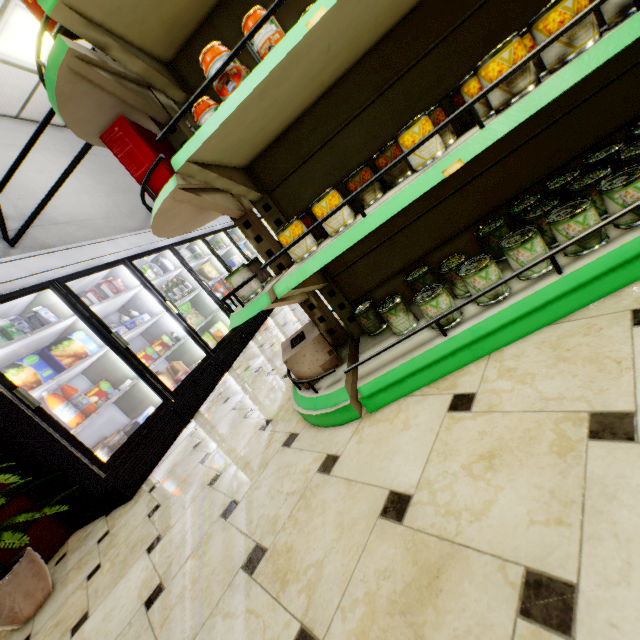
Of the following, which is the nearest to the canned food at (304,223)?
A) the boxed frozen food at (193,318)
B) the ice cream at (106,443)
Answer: the ice cream at (106,443)

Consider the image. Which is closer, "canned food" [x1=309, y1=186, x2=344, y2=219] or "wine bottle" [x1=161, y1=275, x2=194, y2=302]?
"canned food" [x1=309, y1=186, x2=344, y2=219]

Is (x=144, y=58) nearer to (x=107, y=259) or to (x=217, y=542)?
(x=217, y=542)

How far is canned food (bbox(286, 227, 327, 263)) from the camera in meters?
1.5

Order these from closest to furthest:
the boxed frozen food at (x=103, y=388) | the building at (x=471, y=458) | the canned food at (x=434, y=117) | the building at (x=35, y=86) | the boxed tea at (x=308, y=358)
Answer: the building at (x=471, y=458) < the canned food at (x=434, y=117) < the boxed tea at (x=308, y=358) < the boxed frozen food at (x=103, y=388) < the building at (x=35, y=86)

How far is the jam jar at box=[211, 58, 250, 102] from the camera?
1.1m

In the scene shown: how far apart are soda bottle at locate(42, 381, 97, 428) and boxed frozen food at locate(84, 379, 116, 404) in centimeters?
36cm

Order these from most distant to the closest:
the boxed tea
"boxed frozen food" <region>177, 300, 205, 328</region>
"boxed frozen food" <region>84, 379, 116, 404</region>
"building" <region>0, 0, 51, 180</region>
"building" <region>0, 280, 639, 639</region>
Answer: "boxed frozen food" <region>177, 300, 205, 328</region> → "building" <region>0, 0, 51, 180</region> → "boxed frozen food" <region>84, 379, 116, 404</region> → the boxed tea → "building" <region>0, 280, 639, 639</region>
